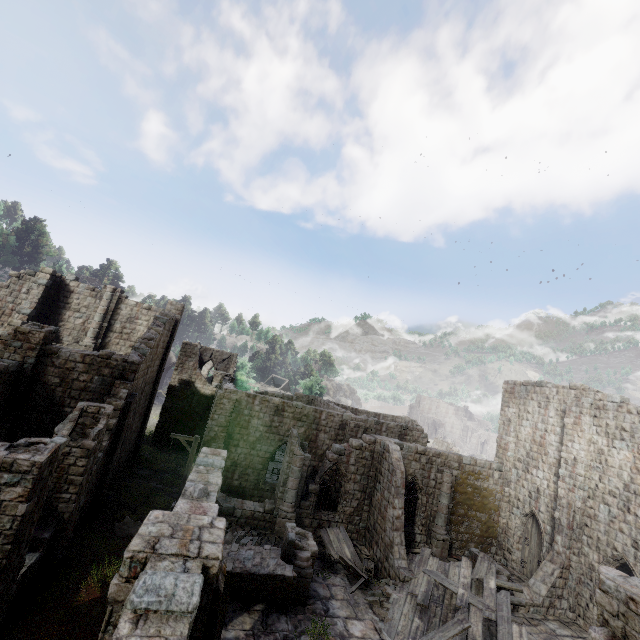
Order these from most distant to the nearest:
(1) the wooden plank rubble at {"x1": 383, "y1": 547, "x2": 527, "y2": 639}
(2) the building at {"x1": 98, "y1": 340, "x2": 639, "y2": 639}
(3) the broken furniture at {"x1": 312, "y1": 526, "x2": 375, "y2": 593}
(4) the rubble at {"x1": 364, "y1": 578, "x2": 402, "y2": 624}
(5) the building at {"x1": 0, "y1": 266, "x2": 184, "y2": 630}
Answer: (3) the broken furniture at {"x1": 312, "y1": 526, "x2": 375, "y2": 593}, (4) the rubble at {"x1": 364, "y1": 578, "x2": 402, "y2": 624}, (1) the wooden plank rubble at {"x1": 383, "y1": 547, "x2": 527, "y2": 639}, (5) the building at {"x1": 0, "y1": 266, "x2": 184, "y2": 630}, (2) the building at {"x1": 98, "y1": 340, "x2": 639, "y2": 639}

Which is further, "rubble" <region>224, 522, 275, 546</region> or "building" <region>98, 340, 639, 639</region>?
"rubble" <region>224, 522, 275, 546</region>

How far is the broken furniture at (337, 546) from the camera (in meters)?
15.16

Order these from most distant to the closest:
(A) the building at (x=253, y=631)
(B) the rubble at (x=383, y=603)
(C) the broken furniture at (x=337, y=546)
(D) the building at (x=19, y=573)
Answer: (C) the broken furniture at (x=337, y=546) → (B) the rubble at (x=383, y=603) → (D) the building at (x=19, y=573) → (A) the building at (x=253, y=631)

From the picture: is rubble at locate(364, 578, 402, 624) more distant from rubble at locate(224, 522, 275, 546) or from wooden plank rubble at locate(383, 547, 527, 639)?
rubble at locate(224, 522, 275, 546)

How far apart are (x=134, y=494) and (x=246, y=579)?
10.4 meters
